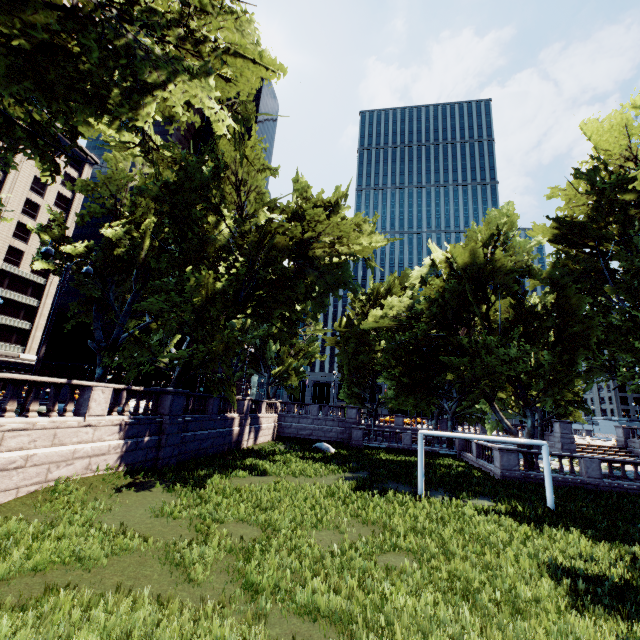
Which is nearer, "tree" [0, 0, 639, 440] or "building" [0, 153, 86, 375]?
"tree" [0, 0, 639, 440]

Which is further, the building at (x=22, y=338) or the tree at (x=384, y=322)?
the building at (x=22, y=338)

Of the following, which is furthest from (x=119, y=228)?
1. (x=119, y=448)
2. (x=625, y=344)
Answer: (x=625, y=344)
